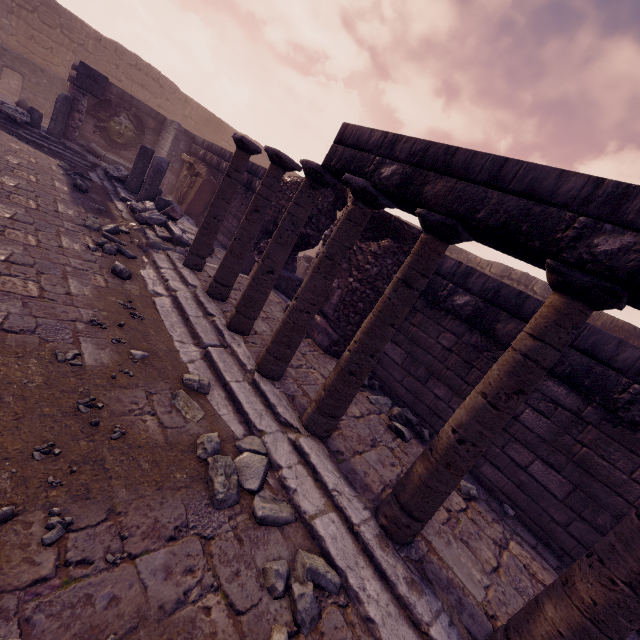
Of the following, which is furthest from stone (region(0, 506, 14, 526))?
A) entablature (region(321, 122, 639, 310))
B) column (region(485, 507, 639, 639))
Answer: entablature (region(321, 122, 639, 310))

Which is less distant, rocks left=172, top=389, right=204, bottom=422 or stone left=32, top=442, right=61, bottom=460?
stone left=32, top=442, right=61, bottom=460

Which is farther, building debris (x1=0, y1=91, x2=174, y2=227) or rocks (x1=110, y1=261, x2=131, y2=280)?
building debris (x1=0, y1=91, x2=174, y2=227)

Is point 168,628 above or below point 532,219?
below

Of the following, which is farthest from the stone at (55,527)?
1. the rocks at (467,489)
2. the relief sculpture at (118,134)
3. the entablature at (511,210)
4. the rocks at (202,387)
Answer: the relief sculpture at (118,134)

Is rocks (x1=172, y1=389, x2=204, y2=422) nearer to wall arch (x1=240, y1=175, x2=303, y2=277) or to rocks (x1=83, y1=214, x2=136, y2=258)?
wall arch (x1=240, y1=175, x2=303, y2=277)

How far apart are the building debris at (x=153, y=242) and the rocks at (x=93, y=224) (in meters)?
0.03

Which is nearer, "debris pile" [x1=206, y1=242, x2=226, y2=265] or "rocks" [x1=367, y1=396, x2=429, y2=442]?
"rocks" [x1=367, y1=396, x2=429, y2=442]
